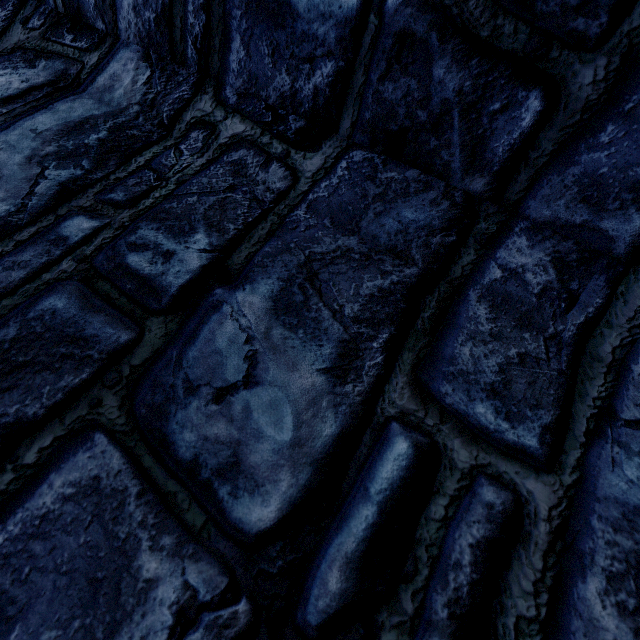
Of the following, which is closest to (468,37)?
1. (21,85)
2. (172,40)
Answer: (172,40)
